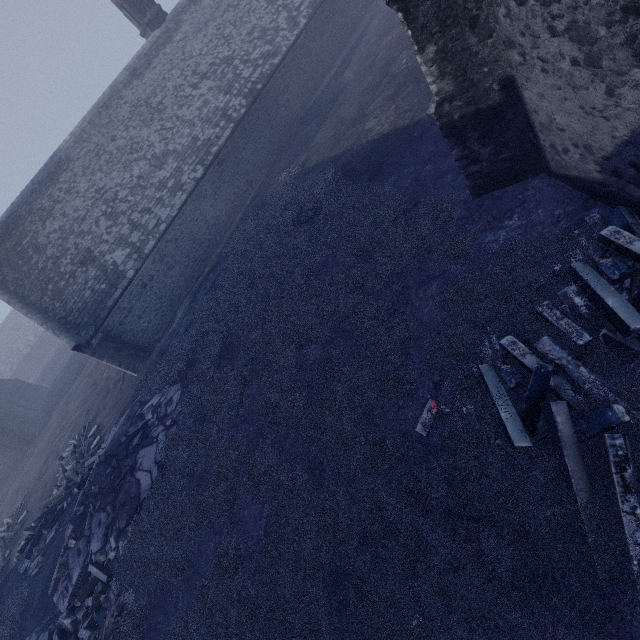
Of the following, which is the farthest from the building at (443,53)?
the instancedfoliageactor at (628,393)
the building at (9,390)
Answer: the building at (9,390)

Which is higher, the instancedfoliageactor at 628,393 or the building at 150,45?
the building at 150,45

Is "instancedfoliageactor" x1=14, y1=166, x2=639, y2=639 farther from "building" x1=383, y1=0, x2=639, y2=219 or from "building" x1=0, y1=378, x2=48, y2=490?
"building" x1=0, y1=378, x2=48, y2=490

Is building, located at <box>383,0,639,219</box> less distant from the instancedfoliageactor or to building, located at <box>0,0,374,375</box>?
the instancedfoliageactor

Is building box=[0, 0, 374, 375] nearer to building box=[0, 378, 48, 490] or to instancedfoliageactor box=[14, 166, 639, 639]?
instancedfoliageactor box=[14, 166, 639, 639]

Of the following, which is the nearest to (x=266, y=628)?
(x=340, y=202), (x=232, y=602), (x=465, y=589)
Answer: (x=232, y=602)

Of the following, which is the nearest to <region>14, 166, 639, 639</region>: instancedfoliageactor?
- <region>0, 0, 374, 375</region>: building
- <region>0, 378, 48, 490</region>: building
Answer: <region>0, 0, 374, 375</region>: building

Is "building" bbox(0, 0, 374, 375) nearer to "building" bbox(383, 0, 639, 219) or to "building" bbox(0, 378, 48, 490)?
"building" bbox(383, 0, 639, 219)
